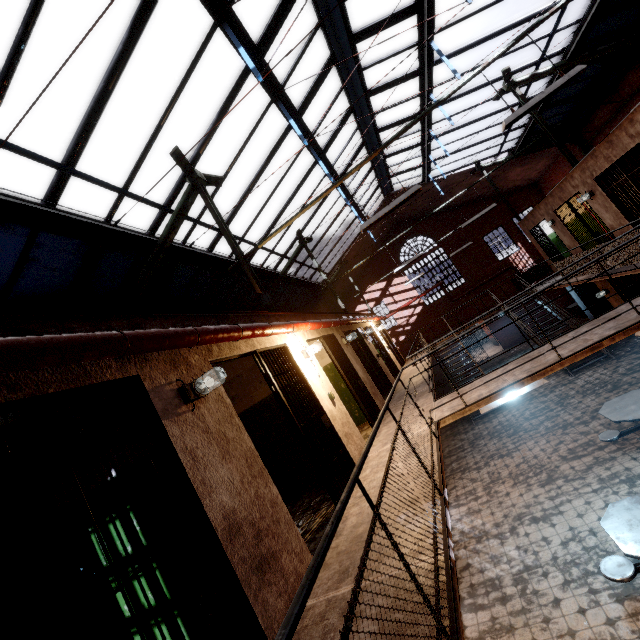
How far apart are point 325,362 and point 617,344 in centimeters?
1137cm

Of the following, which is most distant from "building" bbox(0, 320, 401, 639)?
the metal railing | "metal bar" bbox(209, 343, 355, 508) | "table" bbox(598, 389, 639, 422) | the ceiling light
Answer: "table" bbox(598, 389, 639, 422)

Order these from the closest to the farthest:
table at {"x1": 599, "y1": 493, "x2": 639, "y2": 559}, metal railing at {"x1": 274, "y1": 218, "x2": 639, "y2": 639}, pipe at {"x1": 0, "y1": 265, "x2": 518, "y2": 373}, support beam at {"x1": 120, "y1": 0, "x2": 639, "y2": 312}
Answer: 1. metal railing at {"x1": 274, "y1": 218, "x2": 639, "y2": 639}
2. pipe at {"x1": 0, "y1": 265, "x2": 518, "y2": 373}
3. table at {"x1": 599, "y1": 493, "x2": 639, "y2": 559}
4. support beam at {"x1": 120, "y1": 0, "x2": 639, "y2": 312}

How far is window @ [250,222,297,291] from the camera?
11.2 meters

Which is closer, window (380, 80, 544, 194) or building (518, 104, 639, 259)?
building (518, 104, 639, 259)

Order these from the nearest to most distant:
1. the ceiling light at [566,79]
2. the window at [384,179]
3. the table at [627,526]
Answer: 1. the table at [627,526]
2. the ceiling light at [566,79]
3. the window at [384,179]

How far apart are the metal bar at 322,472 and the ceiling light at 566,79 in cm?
480

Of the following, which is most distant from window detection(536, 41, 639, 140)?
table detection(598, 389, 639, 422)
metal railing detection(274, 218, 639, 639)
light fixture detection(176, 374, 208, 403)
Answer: table detection(598, 389, 639, 422)
